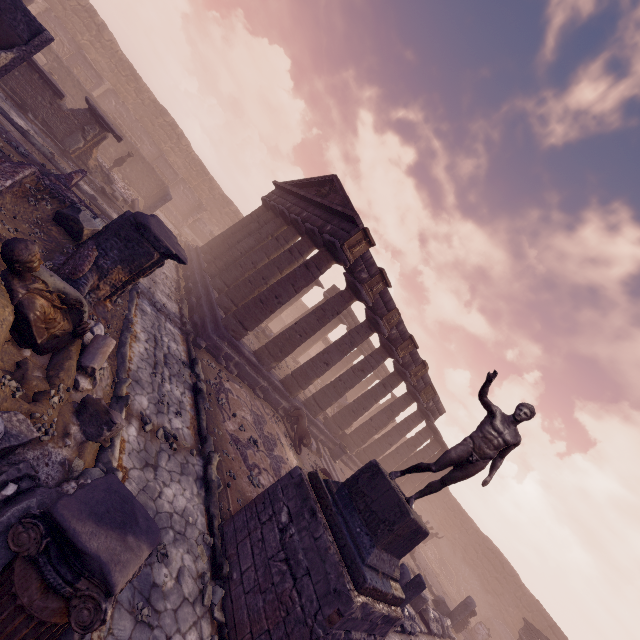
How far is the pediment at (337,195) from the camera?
12.65m

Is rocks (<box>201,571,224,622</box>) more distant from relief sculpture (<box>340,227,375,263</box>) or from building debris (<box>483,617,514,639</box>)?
building debris (<box>483,617,514,639</box>)

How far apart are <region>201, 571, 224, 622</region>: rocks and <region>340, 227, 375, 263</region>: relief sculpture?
10.1m

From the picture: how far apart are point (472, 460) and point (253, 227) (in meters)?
17.10

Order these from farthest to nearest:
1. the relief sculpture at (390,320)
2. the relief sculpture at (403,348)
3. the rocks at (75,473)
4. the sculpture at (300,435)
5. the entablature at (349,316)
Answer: the entablature at (349,316), the relief sculpture at (403,348), the relief sculpture at (390,320), the sculpture at (300,435), the rocks at (75,473)

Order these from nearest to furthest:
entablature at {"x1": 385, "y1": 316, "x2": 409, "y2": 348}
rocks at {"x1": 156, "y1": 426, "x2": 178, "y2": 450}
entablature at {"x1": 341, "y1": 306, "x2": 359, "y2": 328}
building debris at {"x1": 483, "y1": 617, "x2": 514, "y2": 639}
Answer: rocks at {"x1": 156, "y1": 426, "x2": 178, "y2": 450}
entablature at {"x1": 385, "y1": 316, "x2": 409, "y2": 348}
building debris at {"x1": 483, "y1": 617, "x2": 514, "y2": 639}
entablature at {"x1": 341, "y1": 306, "x2": 359, "y2": 328}

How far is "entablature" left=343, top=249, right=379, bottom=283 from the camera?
13.02m
